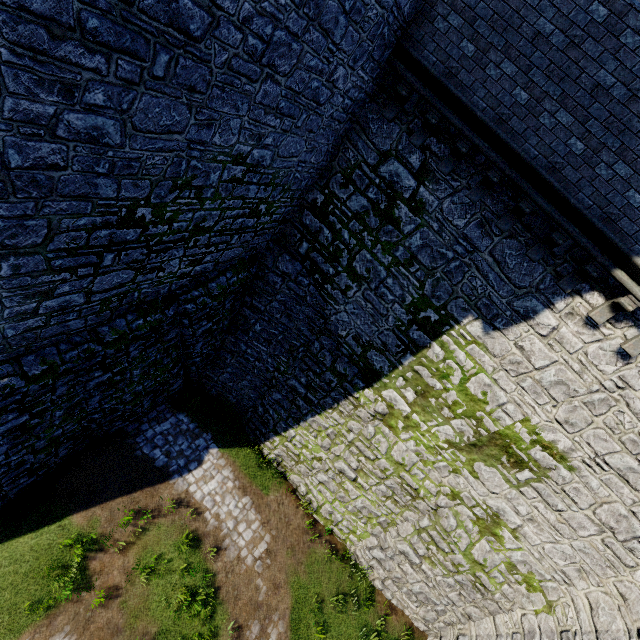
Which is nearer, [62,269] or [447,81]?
[62,269]
